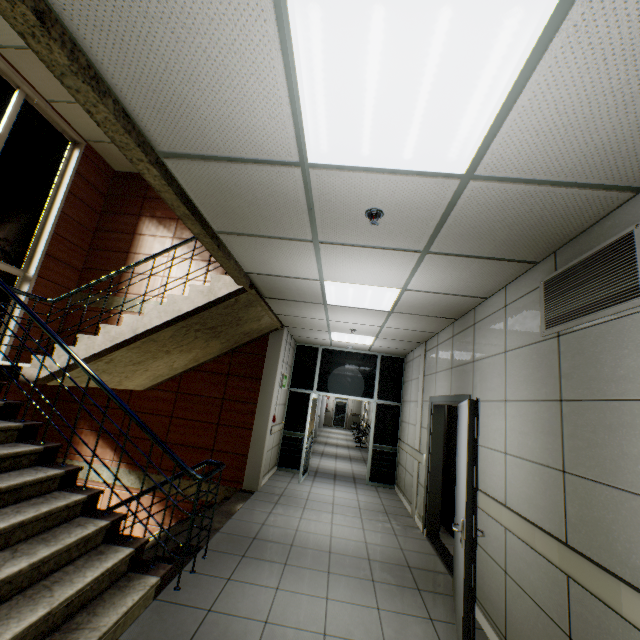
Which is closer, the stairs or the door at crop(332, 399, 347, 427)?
the stairs

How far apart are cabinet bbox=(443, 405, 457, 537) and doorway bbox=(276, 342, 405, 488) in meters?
2.4

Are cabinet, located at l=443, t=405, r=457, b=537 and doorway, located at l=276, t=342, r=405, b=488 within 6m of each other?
yes

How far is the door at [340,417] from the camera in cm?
2366

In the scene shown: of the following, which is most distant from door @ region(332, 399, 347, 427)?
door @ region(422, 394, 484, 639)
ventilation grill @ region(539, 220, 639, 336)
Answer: ventilation grill @ region(539, 220, 639, 336)

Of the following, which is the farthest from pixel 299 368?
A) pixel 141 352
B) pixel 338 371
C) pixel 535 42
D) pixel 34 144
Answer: pixel 535 42

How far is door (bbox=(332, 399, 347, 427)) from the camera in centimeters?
2366cm

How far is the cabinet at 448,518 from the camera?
5.36m
